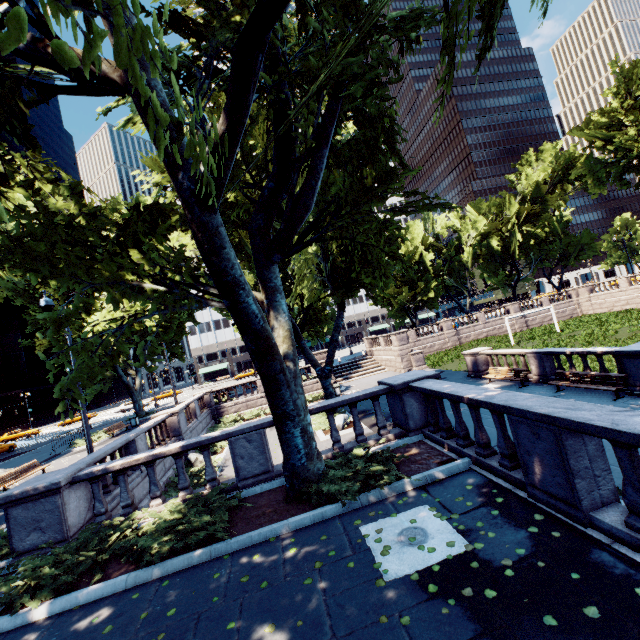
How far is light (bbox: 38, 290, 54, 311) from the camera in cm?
1129

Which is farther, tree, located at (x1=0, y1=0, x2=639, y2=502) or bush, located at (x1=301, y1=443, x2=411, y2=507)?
bush, located at (x1=301, y1=443, x2=411, y2=507)

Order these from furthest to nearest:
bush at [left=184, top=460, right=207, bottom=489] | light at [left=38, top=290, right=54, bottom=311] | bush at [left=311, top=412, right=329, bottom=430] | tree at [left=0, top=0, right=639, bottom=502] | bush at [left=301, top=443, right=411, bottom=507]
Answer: bush at [left=311, top=412, right=329, bottom=430] → bush at [left=184, top=460, right=207, bottom=489] → light at [left=38, top=290, right=54, bottom=311] → bush at [left=301, top=443, right=411, bottom=507] → tree at [left=0, top=0, right=639, bottom=502]

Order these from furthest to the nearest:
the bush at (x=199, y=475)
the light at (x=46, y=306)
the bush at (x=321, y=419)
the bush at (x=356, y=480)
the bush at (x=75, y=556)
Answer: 1. the bush at (x=321, y=419)
2. the bush at (x=199, y=475)
3. the light at (x=46, y=306)
4. the bush at (x=356, y=480)
5. the bush at (x=75, y=556)

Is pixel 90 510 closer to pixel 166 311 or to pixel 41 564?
pixel 41 564

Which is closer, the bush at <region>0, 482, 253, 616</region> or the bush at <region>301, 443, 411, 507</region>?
the bush at <region>0, 482, 253, 616</region>

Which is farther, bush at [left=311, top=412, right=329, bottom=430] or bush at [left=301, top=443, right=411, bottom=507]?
bush at [left=311, top=412, right=329, bottom=430]

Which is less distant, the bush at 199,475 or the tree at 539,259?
the tree at 539,259
